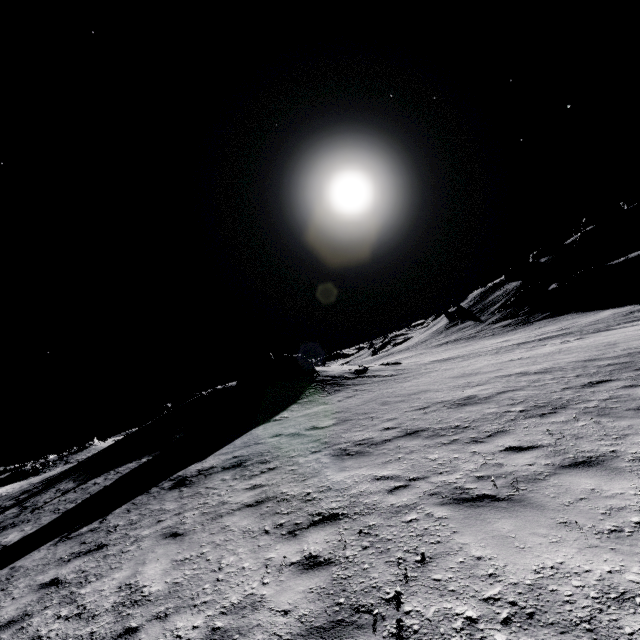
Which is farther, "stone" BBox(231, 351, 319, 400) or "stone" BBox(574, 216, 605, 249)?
"stone" BBox(574, 216, 605, 249)

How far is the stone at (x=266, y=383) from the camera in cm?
2417

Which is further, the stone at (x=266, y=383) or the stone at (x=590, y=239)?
the stone at (x=590, y=239)

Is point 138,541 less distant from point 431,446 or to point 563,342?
point 431,446

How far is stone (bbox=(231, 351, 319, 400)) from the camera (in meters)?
24.17

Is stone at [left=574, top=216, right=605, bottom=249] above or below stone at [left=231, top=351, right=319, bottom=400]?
above

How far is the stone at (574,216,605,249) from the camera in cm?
5009
